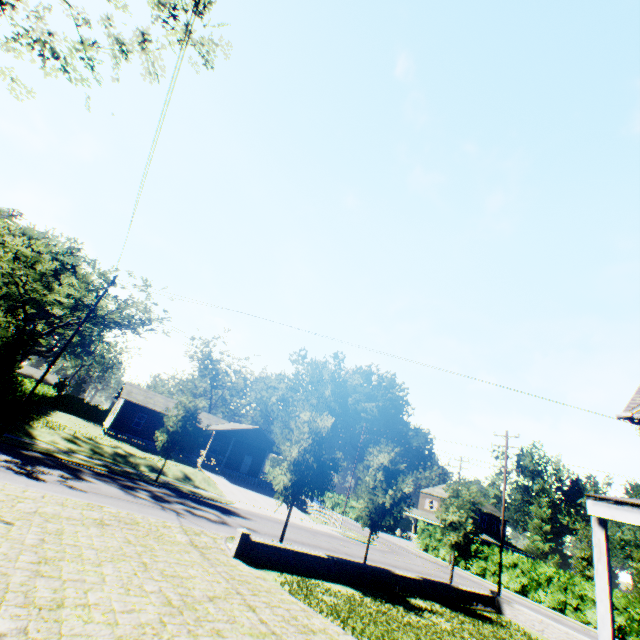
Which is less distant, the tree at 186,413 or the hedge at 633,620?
the tree at 186,413

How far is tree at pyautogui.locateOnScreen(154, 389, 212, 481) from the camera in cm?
2305

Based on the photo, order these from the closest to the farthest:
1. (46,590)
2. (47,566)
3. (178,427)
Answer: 1. (46,590)
2. (47,566)
3. (178,427)

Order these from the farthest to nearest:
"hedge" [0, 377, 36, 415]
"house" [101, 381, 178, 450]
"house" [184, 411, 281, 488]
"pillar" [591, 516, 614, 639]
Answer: "house" [184, 411, 281, 488]
"house" [101, 381, 178, 450]
"hedge" [0, 377, 36, 415]
"pillar" [591, 516, 614, 639]

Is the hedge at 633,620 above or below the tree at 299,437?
below

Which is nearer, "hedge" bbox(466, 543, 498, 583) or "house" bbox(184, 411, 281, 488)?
"hedge" bbox(466, 543, 498, 583)

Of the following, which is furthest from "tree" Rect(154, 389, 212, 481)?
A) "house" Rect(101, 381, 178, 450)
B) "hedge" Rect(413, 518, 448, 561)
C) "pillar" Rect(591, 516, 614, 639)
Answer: "hedge" Rect(413, 518, 448, 561)

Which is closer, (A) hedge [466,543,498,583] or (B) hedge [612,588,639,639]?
(B) hedge [612,588,639,639]
